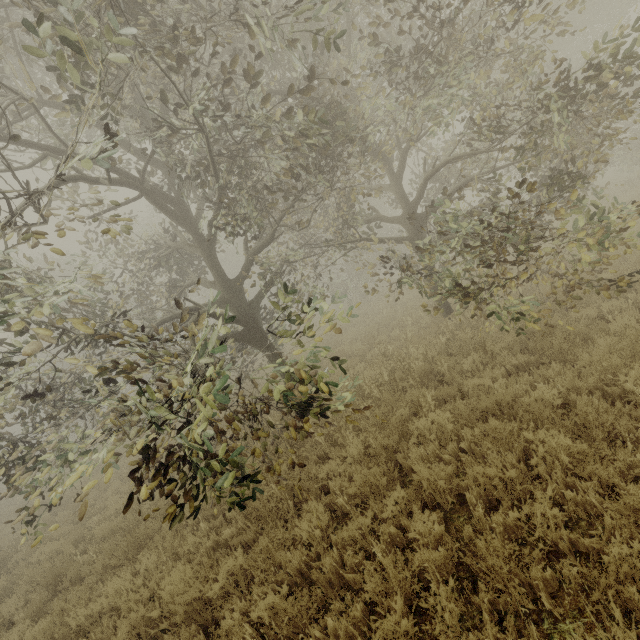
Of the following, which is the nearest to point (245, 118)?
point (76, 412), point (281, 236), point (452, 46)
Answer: point (452, 46)
